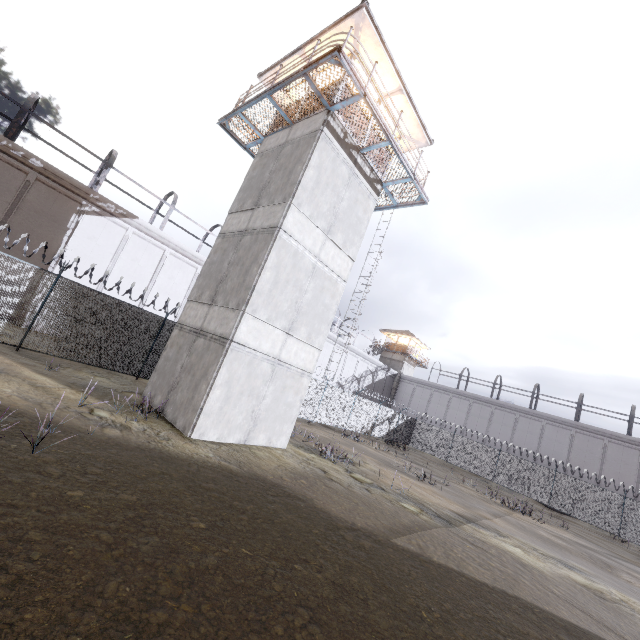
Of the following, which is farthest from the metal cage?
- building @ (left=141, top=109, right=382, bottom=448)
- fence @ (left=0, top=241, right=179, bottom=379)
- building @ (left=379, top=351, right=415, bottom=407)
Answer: building @ (left=141, top=109, right=382, bottom=448)

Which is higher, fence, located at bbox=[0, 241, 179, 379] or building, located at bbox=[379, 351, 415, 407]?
building, located at bbox=[379, 351, 415, 407]

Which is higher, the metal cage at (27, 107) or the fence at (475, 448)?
the metal cage at (27, 107)

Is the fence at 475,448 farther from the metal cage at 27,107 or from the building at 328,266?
the metal cage at 27,107

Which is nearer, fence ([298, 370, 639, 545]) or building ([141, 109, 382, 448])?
building ([141, 109, 382, 448])

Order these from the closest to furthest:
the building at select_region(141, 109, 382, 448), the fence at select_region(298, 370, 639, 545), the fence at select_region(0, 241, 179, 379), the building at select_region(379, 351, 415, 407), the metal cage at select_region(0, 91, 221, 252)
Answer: the building at select_region(141, 109, 382, 448), the fence at select_region(0, 241, 179, 379), the metal cage at select_region(0, 91, 221, 252), the fence at select_region(298, 370, 639, 545), the building at select_region(379, 351, 415, 407)

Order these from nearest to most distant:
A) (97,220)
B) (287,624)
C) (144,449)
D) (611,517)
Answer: (287,624) → (144,449) → (97,220) → (611,517)

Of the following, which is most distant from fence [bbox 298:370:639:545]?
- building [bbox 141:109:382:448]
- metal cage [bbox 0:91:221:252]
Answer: metal cage [bbox 0:91:221:252]
